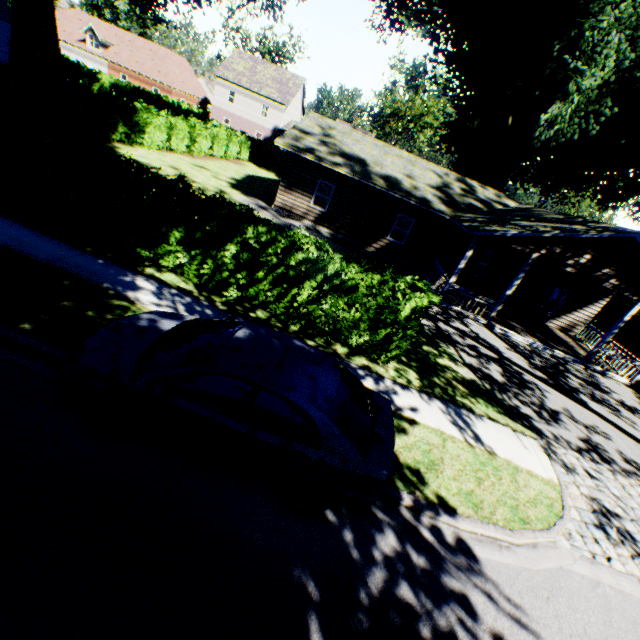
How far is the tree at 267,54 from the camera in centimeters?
5116cm

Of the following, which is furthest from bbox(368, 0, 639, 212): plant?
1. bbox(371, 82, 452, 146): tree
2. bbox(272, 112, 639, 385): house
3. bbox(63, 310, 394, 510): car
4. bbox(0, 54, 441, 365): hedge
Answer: bbox(371, 82, 452, 146): tree

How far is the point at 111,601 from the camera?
3.1m

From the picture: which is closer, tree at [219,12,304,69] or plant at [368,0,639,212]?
plant at [368,0,639,212]

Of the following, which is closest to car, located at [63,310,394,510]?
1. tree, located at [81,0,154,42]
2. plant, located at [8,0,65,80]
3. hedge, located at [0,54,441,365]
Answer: hedge, located at [0,54,441,365]

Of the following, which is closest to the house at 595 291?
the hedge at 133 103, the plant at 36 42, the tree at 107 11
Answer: the plant at 36 42

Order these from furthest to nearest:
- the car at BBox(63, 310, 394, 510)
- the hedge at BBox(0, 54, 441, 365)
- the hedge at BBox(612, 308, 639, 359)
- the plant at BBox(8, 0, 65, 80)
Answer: the hedge at BBox(612, 308, 639, 359) < the plant at BBox(8, 0, 65, 80) < the hedge at BBox(0, 54, 441, 365) < the car at BBox(63, 310, 394, 510)

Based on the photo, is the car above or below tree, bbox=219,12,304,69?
below
